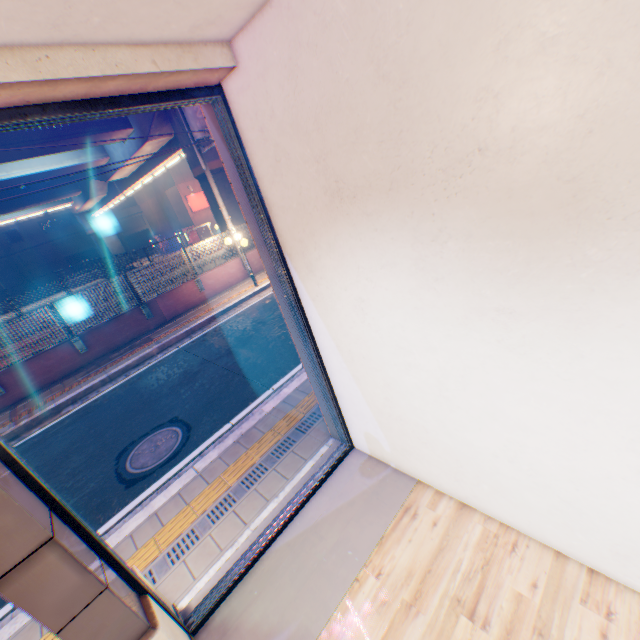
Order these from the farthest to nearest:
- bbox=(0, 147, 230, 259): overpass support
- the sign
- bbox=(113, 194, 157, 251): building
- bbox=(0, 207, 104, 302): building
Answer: bbox=(113, 194, 157, 251): building < bbox=(0, 207, 104, 302): building < the sign < bbox=(0, 147, 230, 259): overpass support

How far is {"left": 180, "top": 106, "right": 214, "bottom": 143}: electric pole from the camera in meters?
11.0 m

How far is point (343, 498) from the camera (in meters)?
3.74

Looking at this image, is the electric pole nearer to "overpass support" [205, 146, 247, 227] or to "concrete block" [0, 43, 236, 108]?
"overpass support" [205, 146, 247, 227]

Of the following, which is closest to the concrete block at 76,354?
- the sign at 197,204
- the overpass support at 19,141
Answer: the overpass support at 19,141

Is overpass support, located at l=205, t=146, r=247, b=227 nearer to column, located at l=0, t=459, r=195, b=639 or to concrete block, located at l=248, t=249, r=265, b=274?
concrete block, located at l=248, t=249, r=265, b=274

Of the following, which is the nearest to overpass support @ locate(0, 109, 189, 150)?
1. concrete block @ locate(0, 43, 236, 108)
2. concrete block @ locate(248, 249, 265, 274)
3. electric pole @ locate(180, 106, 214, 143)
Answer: concrete block @ locate(248, 249, 265, 274)

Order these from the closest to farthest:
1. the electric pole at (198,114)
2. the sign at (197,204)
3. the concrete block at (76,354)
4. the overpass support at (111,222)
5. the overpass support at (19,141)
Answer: the concrete block at (76,354), the electric pole at (198,114), the overpass support at (19,141), the overpass support at (111,222), the sign at (197,204)
